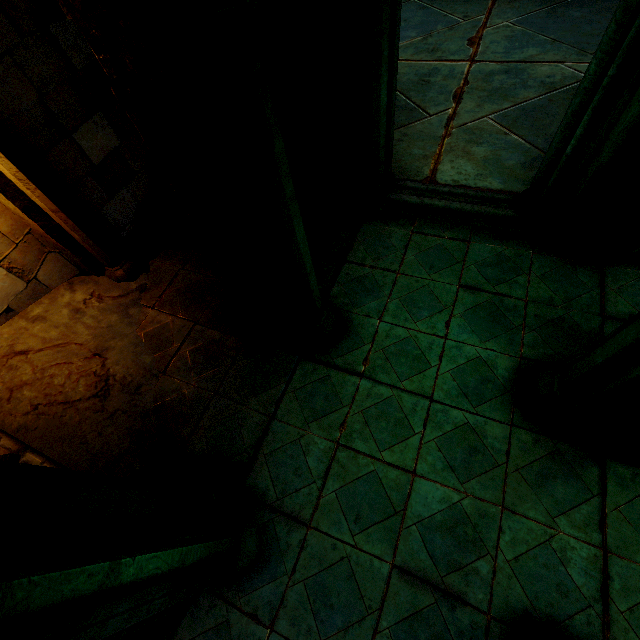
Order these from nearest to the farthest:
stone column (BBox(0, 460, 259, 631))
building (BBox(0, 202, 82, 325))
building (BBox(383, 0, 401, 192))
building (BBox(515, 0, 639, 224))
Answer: stone column (BBox(0, 460, 259, 631)) < building (BBox(515, 0, 639, 224)) < building (BBox(383, 0, 401, 192)) < building (BBox(0, 202, 82, 325))

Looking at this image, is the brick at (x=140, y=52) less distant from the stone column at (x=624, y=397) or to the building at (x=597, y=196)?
the building at (x=597, y=196)

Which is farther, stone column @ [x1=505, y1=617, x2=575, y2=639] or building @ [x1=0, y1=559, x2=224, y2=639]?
stone column @ [x1=505, y1=617, x2=575, y2=639]

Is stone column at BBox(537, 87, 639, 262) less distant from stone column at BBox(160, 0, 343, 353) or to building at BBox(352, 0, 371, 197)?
building at BBox(352, 0, 371, 197)

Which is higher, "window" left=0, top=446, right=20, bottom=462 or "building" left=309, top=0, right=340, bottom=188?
"building" left=309, top=0, right=340, bottom=188

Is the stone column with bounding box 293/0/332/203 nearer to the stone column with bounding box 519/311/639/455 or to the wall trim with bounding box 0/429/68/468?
the stone column with bounding box 519/311/639/455

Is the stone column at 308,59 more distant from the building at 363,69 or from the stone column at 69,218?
the stone column at 69,218

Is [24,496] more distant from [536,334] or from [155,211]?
[155,211]
